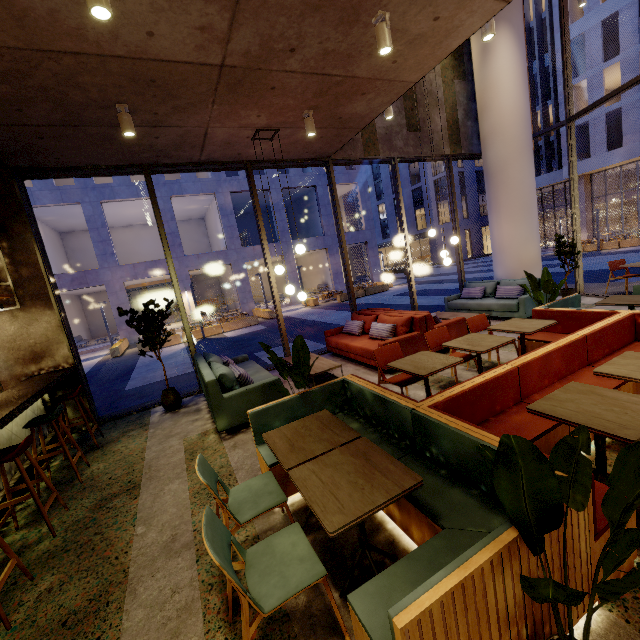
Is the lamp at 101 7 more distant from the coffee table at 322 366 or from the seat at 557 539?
the coffee table at 322 366

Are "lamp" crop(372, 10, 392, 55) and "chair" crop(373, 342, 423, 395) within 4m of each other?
yes

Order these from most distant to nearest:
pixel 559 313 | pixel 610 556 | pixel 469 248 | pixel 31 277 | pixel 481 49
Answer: pixel 469 248 → pixel 481 49 → pixel 31 277 → pixel 559 313 → pixel 610 556

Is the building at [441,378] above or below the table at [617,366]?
below

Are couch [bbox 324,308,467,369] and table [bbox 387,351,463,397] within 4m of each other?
yes

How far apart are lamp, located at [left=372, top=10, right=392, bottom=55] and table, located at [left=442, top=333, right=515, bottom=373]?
3.5m

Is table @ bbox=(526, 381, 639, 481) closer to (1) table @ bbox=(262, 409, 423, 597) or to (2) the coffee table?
(1) table @ bbox=(262, 409, 423, 597)

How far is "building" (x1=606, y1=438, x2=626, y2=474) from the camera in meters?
2.7 m
